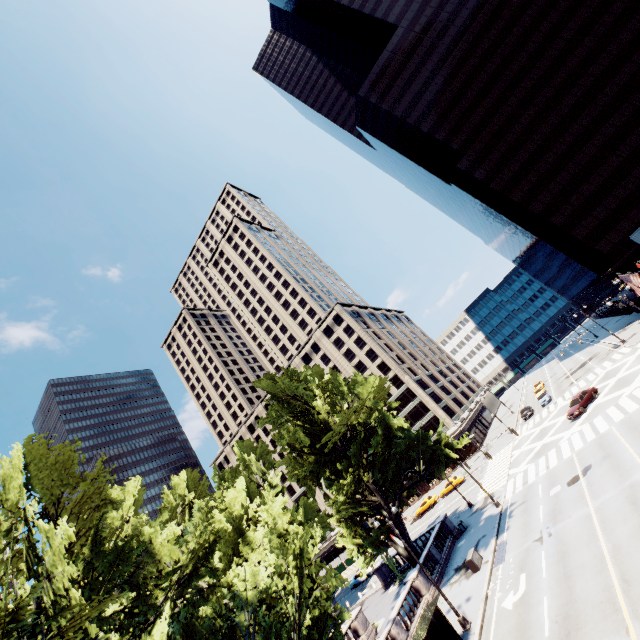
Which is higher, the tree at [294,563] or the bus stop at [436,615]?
the tree at [294,563]

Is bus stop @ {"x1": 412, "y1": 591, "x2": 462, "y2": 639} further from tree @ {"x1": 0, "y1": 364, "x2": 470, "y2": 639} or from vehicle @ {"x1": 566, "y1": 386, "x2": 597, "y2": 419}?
vehicle @ {"x1": 566, "y1": 386, "x2": 597, "y2": 419}

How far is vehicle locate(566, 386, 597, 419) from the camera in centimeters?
3544cm

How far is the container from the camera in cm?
2387

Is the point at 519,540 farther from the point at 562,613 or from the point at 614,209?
the point at 614,209

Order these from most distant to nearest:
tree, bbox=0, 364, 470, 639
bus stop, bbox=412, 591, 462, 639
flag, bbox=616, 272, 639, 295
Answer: flag, bbox=616, 272, 639, 295, bus stop, bbox=412, 591, 462, 639, tree, bbox=0, 364, 470, 639

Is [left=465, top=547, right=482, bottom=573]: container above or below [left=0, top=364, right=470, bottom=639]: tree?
below

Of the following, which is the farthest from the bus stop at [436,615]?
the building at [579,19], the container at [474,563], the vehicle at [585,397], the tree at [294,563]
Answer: the building at [579,19]
